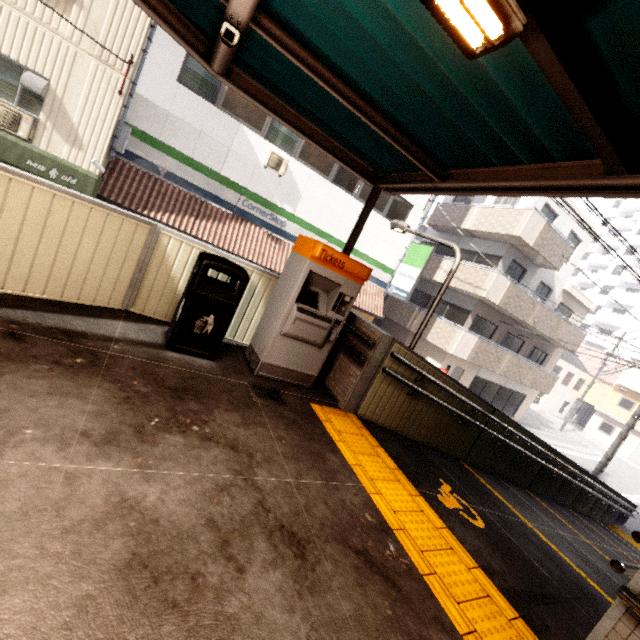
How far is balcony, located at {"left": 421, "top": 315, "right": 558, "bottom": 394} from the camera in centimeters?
1523cm

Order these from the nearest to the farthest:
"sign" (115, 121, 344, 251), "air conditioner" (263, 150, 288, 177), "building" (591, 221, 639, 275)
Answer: "sign" (115, 121, 344, 251), "air conditioner" (263, 150, 288, 177), "building" (591, 221, 639, 275)

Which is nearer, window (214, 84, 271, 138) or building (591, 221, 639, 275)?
window (214, 84, 271, 138)

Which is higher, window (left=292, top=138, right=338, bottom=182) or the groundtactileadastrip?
window (left=292, top=138, right=338, bottom=182)

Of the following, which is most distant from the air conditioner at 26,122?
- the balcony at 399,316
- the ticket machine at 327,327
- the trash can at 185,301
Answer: the balcony at 399,316

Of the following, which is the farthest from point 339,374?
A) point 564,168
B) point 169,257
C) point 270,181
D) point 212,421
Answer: point 270,181

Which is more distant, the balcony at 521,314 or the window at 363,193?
the balcony at 521,314

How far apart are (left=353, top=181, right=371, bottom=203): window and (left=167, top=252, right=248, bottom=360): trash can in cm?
1052
